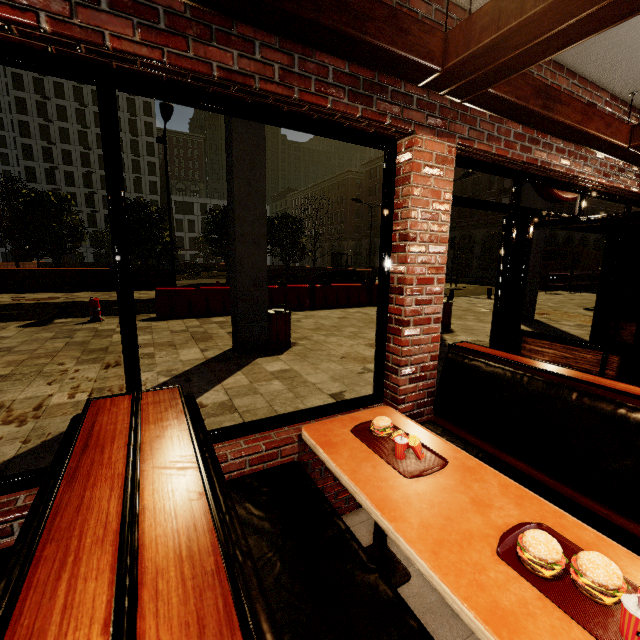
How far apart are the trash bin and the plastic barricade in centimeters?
569cm

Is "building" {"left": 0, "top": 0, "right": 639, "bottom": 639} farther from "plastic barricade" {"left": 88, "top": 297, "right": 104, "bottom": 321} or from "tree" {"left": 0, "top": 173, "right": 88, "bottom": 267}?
"tree" {"left": 0, "top": 173, "right": 88, "bottom": 267}

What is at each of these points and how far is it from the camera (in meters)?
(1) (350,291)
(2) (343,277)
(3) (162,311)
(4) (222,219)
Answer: (1) cement barricade, 13.34
(2) car, 17.45
(3) cement barricade, 10.04
(4) tree, 23.91

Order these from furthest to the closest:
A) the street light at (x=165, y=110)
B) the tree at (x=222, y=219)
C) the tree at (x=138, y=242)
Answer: the tree at (x=222, y=219) < the tree at (x=138, y=242) < the street light at (x=165, y=110)

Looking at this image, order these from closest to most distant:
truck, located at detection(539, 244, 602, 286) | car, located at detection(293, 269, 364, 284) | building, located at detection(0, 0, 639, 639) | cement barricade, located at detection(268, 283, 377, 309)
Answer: building, located at detection(0, 0, 639, 639)
cement barricade, located at detection(268, 283, 377, 309)
car, located at detection(293, 269, 364, 284)
truck, located at detection(539, 244, 602, 286)

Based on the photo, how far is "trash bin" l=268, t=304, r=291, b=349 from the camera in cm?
663

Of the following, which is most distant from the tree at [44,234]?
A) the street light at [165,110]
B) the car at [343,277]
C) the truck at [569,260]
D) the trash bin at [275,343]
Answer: the trash bin at [275,343]

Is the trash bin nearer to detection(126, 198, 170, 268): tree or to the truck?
detection(126, 198, 170, 268): tree
